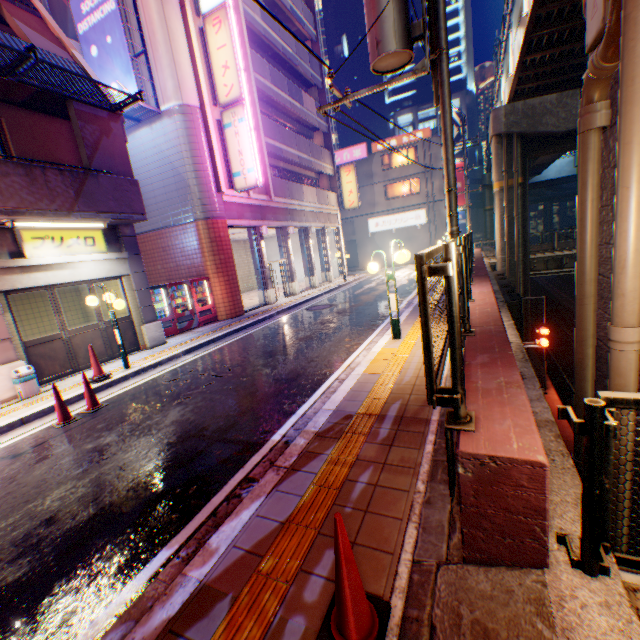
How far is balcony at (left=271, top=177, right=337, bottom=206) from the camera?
18.4m

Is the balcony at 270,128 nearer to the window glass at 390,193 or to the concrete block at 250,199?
the concrete block at 250,199

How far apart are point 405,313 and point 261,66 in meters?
16.3 m

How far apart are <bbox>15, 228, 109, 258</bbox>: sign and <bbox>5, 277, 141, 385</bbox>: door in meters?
0.7 m

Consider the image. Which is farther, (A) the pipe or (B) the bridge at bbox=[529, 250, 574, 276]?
(B) the bridge at bbox=[529, 250, 574, 276]

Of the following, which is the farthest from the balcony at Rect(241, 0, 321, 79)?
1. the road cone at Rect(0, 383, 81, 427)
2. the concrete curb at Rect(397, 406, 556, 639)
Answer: the road cone at Rect(0, 383, 81, 427)

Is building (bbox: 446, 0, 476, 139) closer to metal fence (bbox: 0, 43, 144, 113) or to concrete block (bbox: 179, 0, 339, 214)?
concrete block (bbox: 179, 0, 339, 214)

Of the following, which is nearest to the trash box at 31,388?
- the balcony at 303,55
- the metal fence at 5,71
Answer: the metal fence at 5,71
